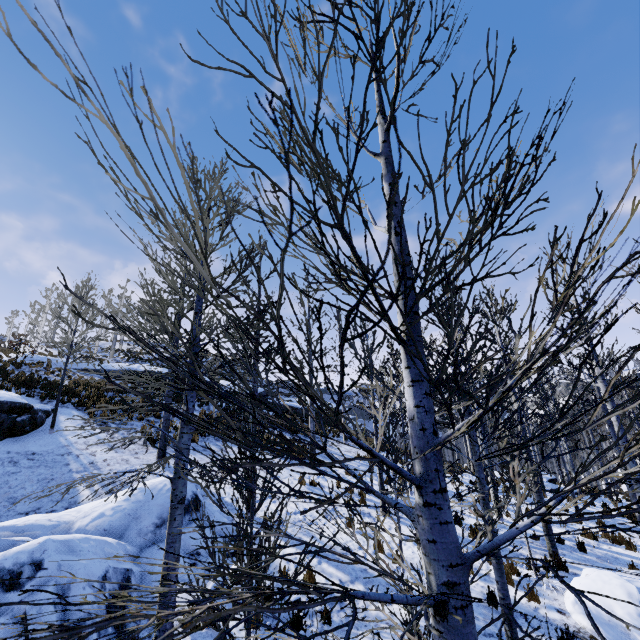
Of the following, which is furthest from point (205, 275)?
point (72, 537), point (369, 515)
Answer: point (369, 515)

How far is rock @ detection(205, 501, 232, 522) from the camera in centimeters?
858cm

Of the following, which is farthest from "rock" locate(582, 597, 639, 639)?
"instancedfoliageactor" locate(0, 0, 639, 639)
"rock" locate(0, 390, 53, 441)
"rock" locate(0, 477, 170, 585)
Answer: "rock" locate(0, 390, 53, 441)

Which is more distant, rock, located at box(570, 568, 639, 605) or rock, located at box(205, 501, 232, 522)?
rock, located at box(205, 501, 232, 522)

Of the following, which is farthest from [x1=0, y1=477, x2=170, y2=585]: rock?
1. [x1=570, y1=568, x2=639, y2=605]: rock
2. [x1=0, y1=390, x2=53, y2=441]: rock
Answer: [x1=570, y1=568, x2=639, y2=605]: rock

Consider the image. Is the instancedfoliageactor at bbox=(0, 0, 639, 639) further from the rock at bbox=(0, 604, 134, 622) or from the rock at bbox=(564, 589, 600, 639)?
the rock at bbox=(0, 604, 134, 622)

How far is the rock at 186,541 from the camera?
7.4 meters

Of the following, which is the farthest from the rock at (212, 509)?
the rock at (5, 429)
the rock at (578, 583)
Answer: the rock at (578, 583)
